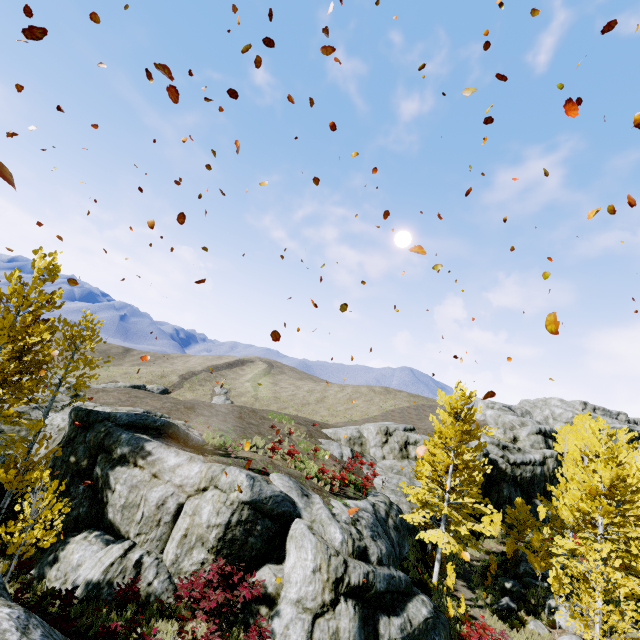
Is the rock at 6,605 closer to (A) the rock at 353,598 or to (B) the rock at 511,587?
(A) the rock at 353,598

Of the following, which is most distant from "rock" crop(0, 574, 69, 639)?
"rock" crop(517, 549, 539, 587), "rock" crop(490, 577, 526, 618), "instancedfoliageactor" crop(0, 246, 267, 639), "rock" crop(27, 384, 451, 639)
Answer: "rock" crop(517, 549, 539, 587)

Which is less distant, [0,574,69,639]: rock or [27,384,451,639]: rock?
[0,574,69,639]: rock

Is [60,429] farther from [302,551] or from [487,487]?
[487,487]

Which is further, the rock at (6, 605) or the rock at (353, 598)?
the rock at (353, 598)

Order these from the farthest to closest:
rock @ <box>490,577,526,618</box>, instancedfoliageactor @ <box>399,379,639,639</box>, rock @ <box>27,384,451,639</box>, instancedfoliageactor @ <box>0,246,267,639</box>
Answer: rock @ <box>490,577,526,618</box>
instancedfoliageactor @ <box>399,379,639,639</box>
rock @ <box>27,384,451,639</box>
instancedfoliageactor @ <box>0,246,267,639</box>

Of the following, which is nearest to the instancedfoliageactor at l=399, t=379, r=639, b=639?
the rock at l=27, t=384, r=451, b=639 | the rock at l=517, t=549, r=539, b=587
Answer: the rock at l=27, t=384, r=451, b=639

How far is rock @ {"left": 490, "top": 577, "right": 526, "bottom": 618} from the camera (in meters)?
17.52
